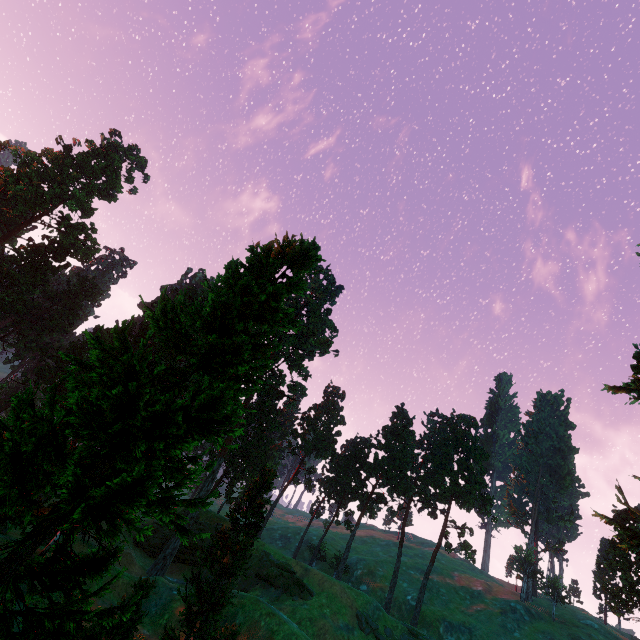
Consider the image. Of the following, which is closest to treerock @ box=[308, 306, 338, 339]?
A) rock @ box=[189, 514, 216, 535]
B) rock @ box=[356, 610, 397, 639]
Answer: rock @ box=[189, 514, 216, 535]

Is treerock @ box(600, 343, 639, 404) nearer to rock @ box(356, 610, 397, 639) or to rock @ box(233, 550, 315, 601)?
rock @ box(233, 550, 315, 601)

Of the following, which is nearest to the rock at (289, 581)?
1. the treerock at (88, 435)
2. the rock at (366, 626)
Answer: the treerock at (88, 435)

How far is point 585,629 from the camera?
57.3 meters

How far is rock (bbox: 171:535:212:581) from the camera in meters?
44.6

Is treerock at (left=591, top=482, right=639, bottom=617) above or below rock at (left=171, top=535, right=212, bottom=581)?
above

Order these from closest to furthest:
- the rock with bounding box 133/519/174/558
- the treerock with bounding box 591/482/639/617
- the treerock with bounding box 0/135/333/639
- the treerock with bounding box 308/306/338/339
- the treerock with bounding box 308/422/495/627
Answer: the treerock with bounding box 0/135/333/639, the treerock with bounding box 591/482/639/617, the rock with bounding box 133/519/174/558, the treerock with bounding box 308/422/495/627, the treerock with bounding box 308/306/338/339
